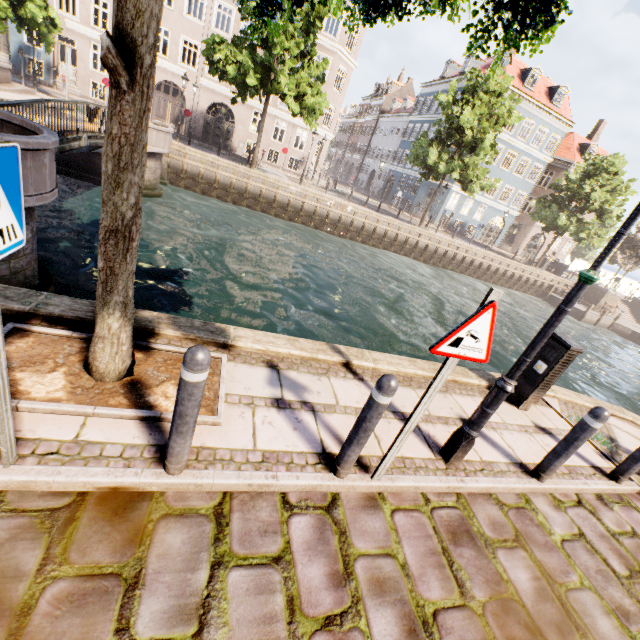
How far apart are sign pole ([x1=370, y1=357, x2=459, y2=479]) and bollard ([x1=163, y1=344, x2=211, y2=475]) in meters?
1.6 m

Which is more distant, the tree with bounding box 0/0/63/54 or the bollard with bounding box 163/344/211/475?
the tree with bounding box 0/0/63/54

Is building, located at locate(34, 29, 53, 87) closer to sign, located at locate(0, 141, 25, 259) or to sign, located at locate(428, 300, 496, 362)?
sign, located at locate(0, 141, 25, 259)

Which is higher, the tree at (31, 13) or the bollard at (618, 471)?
the tree at (31, 13)

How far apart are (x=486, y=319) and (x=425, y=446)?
2.0m

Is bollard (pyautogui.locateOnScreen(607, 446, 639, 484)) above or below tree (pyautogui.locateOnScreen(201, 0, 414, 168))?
below

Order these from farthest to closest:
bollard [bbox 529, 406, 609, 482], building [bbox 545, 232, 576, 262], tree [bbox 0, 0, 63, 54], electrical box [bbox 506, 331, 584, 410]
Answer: building [bbox 545, 232, 576, 262]
tree [bbox 0, 0, 63, 54]
electrical box [bbox 506, 331, 584, 410]
bollard [bbox 529, 406, 609, 482]

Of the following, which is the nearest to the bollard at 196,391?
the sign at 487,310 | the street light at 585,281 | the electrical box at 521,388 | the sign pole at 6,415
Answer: the sign pole at 6,415
